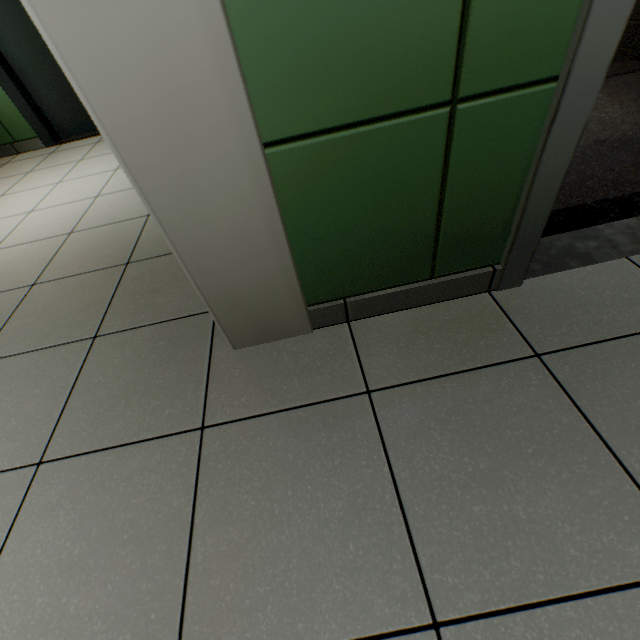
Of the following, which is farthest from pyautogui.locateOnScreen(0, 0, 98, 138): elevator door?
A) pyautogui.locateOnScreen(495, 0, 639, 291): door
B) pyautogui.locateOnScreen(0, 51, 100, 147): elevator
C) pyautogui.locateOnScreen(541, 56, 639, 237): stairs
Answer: pyautogui.locateOnScreen(495, 0, 639, 291): door

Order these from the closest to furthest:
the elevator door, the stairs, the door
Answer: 1. the door
2. the stairs
3. the elevator door

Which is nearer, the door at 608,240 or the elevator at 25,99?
the door at 608,240

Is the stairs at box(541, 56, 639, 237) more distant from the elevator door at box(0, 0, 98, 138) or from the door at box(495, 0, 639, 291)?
the elevator door at box(0, 0, 98, 138)

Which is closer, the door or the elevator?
the door

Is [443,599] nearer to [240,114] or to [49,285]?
[240,114]

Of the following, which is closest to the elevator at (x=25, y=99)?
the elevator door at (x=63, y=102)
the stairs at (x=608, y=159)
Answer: the elevator door at (x=63, y=102)

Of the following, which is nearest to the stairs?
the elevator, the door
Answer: the door
